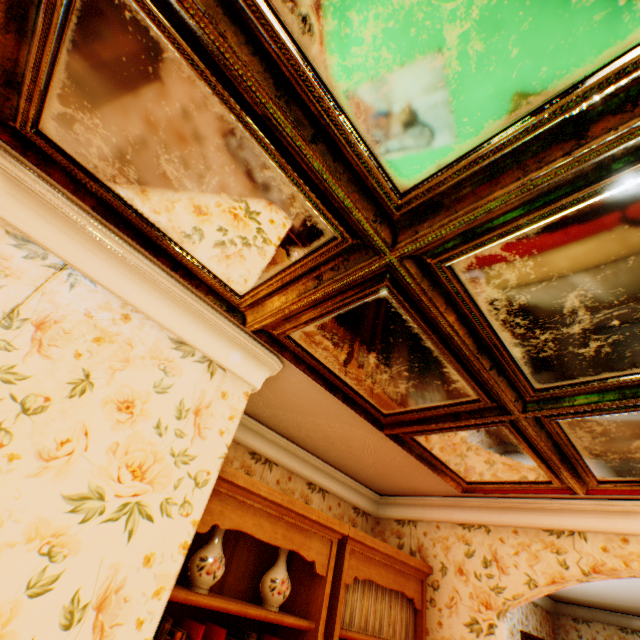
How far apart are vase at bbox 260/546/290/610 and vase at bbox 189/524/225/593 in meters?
0.4 m

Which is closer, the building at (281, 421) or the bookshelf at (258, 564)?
the building at (281, 421)

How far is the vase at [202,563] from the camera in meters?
1.9

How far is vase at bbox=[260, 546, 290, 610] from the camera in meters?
2.2

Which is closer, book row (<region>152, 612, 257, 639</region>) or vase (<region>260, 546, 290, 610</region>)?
book row (<region>152, 612, 257, 639</region>)

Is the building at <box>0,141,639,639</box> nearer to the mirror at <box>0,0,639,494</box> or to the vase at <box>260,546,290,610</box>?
the mirror at <box>0,0,639,494</box>

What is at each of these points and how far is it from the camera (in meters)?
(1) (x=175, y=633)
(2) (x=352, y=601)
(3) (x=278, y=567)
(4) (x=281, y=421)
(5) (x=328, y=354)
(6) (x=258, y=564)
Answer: (1) book row, 1.70
(2) vinyl record, 2.57
(3) vase, 2.32
(4) building, 3.01
(5) mirror, 1.99
(6) bookshelf, 2.44

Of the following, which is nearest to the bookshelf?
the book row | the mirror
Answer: the book row
